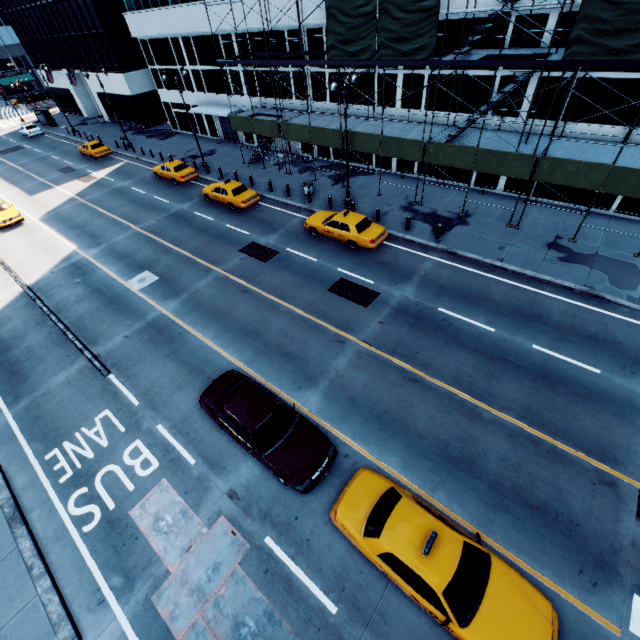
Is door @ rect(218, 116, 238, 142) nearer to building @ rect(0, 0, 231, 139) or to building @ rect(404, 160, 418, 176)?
building @ rect(404, 160, 418, 176)

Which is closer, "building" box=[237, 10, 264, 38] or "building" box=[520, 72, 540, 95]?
"building" box=[520, 72, 540, 95]

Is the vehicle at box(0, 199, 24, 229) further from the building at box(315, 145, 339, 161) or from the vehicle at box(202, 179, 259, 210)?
the building at box(315, 145, 339, 161)

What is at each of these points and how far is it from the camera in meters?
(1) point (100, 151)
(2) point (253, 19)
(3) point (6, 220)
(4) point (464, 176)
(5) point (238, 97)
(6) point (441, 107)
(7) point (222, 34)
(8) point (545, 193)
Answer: (1) vehicle, 35.0
(2) building, 24.8
(3) vehicle, 24.7
(4) building, 22.5
(5) building, 31.0
(6) building, 20.8
(7) building, 27.8
(8) building, 20.1

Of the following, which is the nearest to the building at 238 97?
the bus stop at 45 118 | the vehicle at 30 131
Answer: the vehicle at 30 131

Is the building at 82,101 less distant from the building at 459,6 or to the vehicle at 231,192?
the building at 459,6

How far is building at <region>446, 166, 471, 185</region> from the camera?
22.3 meters

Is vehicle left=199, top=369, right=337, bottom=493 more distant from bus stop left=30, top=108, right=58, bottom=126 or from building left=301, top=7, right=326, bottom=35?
bus stop left=30, top=108, right=58, bottom=126
